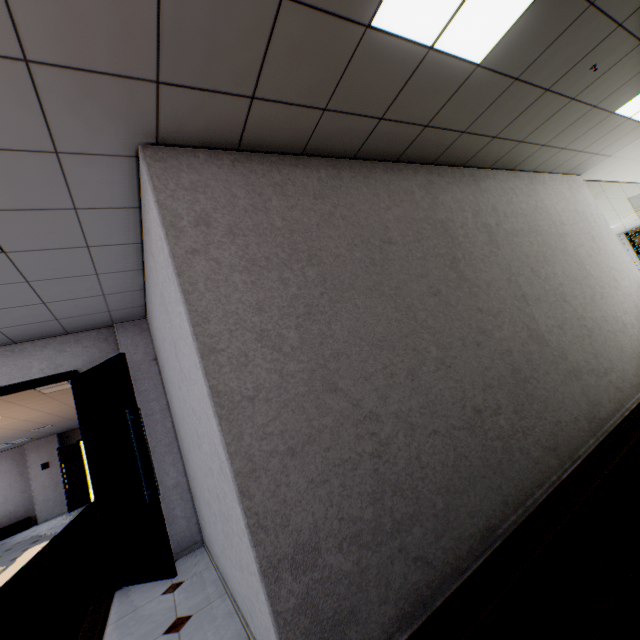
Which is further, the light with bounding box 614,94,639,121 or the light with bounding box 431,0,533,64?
the light with bounding box 614,94,639,121

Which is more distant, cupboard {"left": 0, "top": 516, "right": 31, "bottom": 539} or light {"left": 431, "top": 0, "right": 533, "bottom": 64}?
cupboard {"left": 0, "top": 516, "right": 31, "bottom": 539}

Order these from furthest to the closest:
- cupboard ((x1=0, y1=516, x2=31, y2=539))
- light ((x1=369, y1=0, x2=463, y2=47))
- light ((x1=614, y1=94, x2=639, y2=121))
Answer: cupboard ((x1=0, y1=516, x2=31, y2=539))
light ((x1=614, y1=94, x2=639, y2=121))
light ((x1=369, y1=0, x2=463, y2=47))

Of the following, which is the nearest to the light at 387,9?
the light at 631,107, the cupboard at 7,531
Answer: the light at 631,107

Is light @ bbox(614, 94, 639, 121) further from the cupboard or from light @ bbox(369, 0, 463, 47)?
the cupboard

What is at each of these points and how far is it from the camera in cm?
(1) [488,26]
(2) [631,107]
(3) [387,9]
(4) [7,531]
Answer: (1) light, 193
(2) light, 350
(3) light, 164
(4) cupboard, 1132

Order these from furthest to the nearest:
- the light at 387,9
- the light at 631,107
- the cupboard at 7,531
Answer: the cupboard at 7,531, the light at 631,107, the light at 387,9
